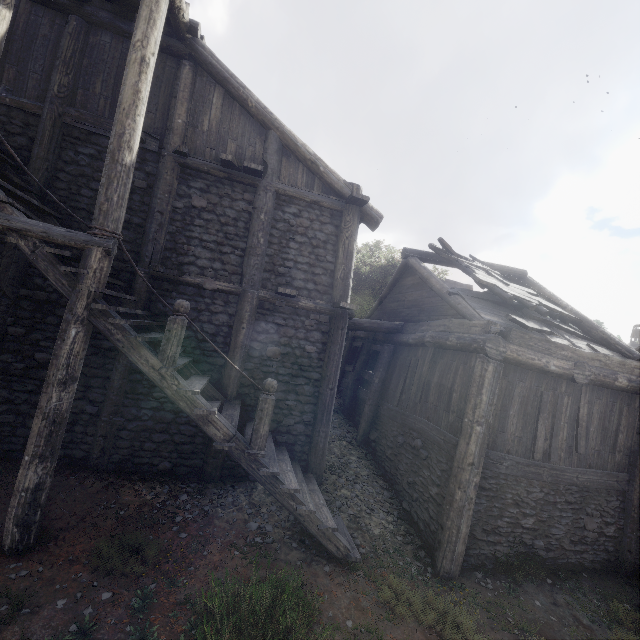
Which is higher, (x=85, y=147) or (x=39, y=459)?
(x=85, y=147)

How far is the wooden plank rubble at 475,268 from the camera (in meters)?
8.82

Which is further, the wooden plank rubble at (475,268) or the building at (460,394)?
the wooden plank rubble at (475,268)

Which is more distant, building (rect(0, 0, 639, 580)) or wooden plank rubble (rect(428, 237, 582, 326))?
wooden plank rubble (rect(428, 237, 582, 326))

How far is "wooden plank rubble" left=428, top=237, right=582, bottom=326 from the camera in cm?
882
